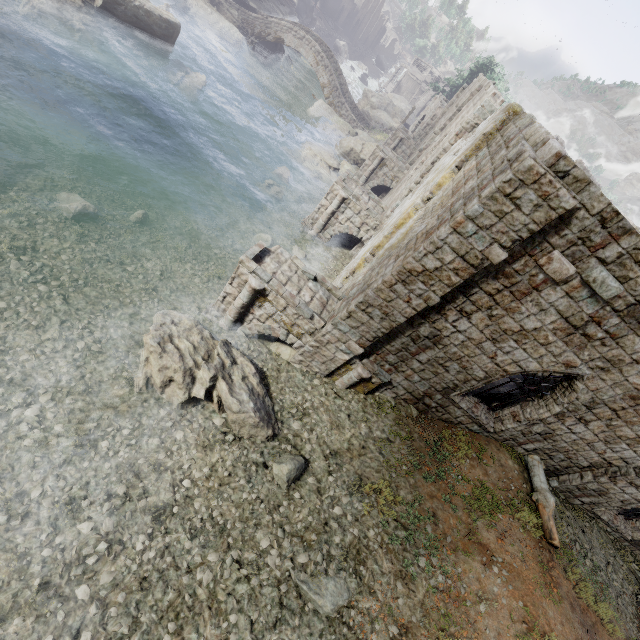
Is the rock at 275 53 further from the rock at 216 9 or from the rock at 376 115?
the rock at 376 115

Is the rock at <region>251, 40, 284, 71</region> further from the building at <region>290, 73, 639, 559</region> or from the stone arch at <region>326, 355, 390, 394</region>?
the stone arch at <region>326, 355, 390, 394</region>

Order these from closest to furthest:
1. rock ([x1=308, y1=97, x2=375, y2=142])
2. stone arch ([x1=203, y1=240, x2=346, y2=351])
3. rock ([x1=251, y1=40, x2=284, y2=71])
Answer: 1. stone arch ([x1=203, y1=240, x2=346, y2=351])
2. rock ([x1=308, y1=97, x2=375, y2=142])
3. rock ([x1=251, y1=40, x2=284, y2=71])

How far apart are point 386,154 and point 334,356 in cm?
1958

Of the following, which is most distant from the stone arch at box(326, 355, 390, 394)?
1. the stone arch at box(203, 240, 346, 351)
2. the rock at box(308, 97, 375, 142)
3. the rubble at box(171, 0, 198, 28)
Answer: the rubble at box(171, 0, 198, 28)

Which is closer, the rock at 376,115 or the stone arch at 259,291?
the stone arch at 259,291

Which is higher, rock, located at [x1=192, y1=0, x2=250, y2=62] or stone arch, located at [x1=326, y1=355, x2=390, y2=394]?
stone arch, located at [x1=326, y1=355, x2=390, y2=394]

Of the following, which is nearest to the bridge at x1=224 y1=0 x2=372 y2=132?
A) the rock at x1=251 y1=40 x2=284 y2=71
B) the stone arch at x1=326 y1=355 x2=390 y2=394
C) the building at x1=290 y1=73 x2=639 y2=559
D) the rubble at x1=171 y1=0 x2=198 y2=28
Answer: the rock at x1=251 y1=40 x2=284 y2=71
